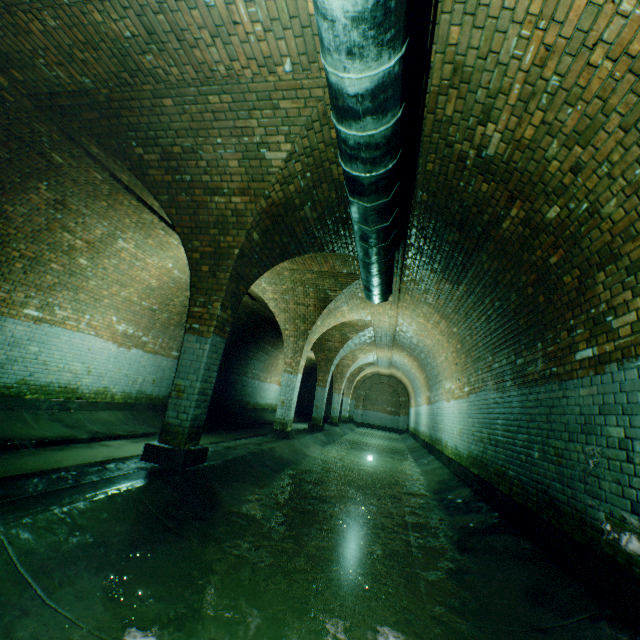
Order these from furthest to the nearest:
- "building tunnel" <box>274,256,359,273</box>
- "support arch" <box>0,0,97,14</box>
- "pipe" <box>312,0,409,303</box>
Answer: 1. "building tunnel" <box>274,256,359,273</box>
2. "support arch" <box>0,0,97,14</box>
3. "pipe" <box>312,0,409,303</box>

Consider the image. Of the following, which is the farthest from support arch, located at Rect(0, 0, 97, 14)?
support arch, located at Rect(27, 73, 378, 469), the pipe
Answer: support arch, located at Rect(27, 73, 378, 469)

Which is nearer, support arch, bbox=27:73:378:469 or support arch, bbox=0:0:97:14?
support arch, bbox=0:0:97:14

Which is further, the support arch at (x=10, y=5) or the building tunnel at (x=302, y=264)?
the building tunnel at (x=302, y=264)

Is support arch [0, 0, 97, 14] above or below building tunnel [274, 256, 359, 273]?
below

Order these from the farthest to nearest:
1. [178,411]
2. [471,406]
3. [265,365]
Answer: [265,365]
[471,406]
[178,411]

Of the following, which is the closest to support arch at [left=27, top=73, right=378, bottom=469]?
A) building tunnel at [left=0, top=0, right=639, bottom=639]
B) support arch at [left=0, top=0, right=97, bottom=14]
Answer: building tunnel at [left=0, top=0, right=639, bottom=639]

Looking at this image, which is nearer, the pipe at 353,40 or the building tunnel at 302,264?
the pipe at 353,40
